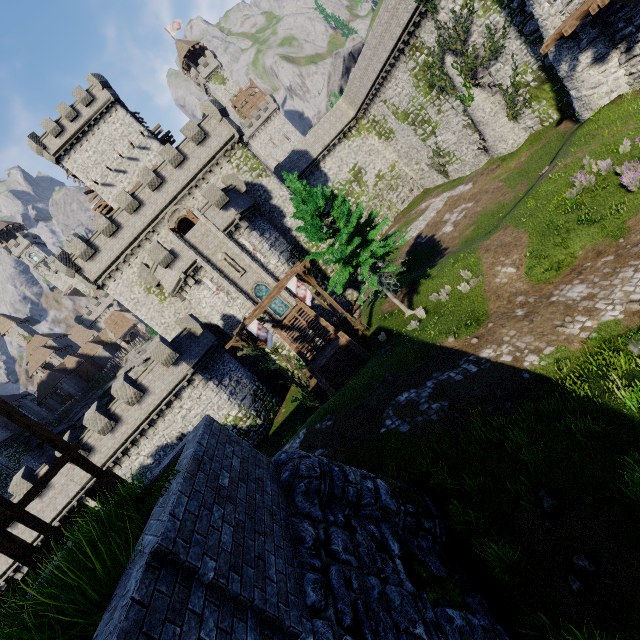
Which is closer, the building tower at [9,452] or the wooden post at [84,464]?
Result: the wooden post at [84,464]

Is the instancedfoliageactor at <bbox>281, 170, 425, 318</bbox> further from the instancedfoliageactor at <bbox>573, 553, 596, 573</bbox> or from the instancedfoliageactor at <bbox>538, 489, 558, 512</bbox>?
the instancedfoliageactor at <bbox>573, 553, 596, 573</bbox>

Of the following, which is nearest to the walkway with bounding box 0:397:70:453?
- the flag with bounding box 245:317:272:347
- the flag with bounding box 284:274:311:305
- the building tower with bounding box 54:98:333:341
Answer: the flag with bounding box 245:317:272:347

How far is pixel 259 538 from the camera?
4.57m

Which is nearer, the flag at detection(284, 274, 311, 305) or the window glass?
the flag at detection(284, 274, 311, 305)

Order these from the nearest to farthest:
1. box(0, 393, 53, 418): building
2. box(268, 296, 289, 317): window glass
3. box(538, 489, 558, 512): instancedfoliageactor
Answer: box(538, 489, 558, 512): instancedfoliageactor
box(268, 296, 289, 317): window glass
box(0, 393, 53, 418): building

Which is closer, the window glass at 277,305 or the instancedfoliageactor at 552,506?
the instancedfoliageactor at 552,506

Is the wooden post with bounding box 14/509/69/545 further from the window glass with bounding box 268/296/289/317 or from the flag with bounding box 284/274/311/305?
the window glass with bounding box 268/296/289/317
